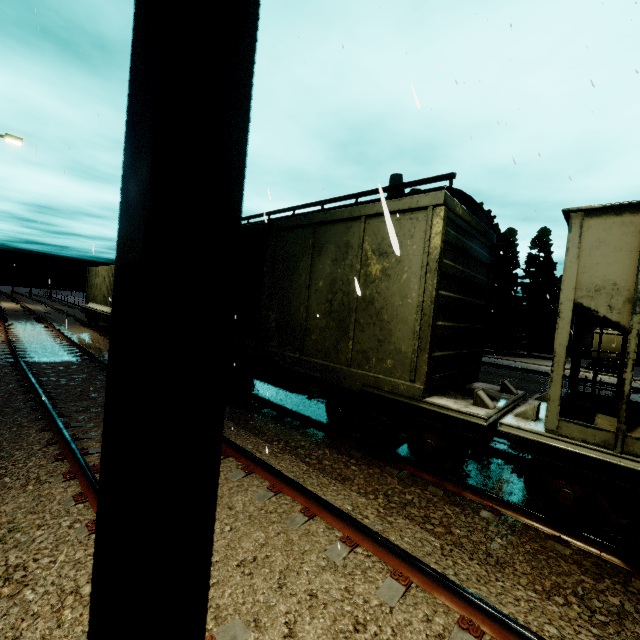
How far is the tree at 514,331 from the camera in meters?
32.9 m

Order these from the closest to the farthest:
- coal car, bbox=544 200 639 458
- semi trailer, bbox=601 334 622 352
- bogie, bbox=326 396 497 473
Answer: coal car, bbox=544 200 639 458 → bogie, bbox=326 396 497 473 → semi trailer, bbox=601 334 622 352

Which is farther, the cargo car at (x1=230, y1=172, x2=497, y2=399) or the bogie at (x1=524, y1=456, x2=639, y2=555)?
the cargo car at (x1=230, y1=172, x2=497, y2=399)

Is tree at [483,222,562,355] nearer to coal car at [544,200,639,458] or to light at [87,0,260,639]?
coal car at [544,200,639,458]

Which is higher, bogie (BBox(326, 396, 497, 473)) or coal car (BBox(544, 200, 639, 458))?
coal car (BBox(544, 200, 639, 458))

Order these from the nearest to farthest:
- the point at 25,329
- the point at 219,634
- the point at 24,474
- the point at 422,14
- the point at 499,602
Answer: the point at 219,634
the point at 499,602
the point at 24,474
the point at 422,14
the point at 25,329

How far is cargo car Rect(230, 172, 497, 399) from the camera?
5.3 meters

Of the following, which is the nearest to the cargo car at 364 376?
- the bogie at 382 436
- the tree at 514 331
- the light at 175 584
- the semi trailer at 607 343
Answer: the bogie at 382 436
